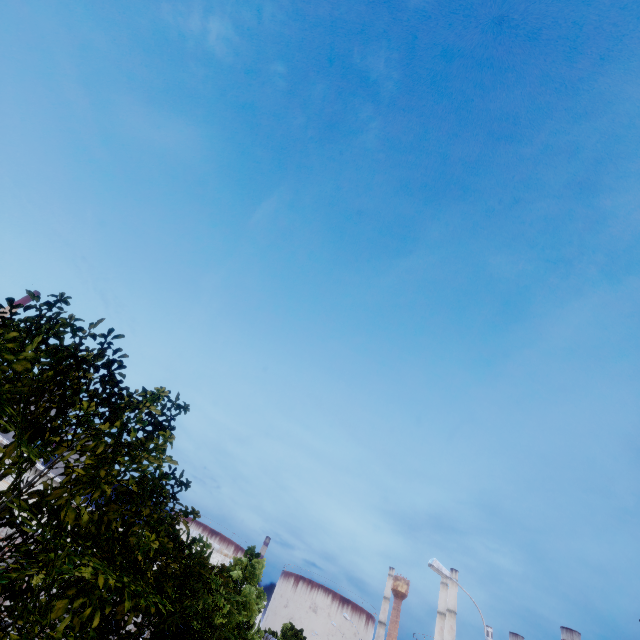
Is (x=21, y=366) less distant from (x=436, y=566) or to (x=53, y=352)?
(x=53, y=352)
